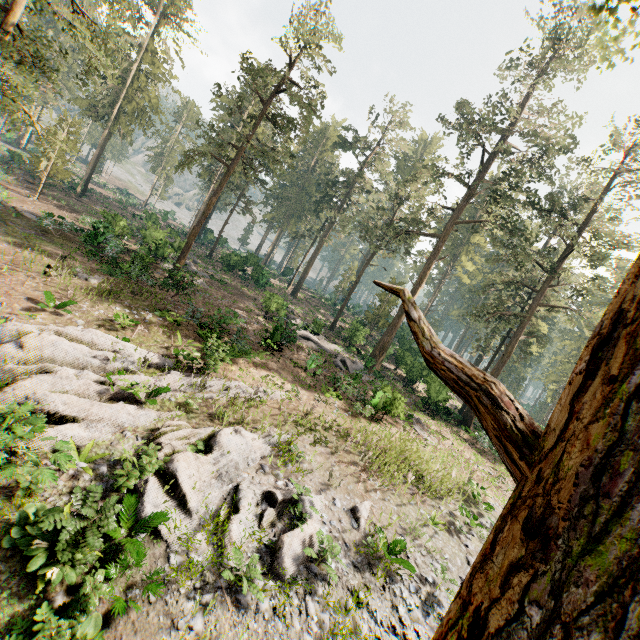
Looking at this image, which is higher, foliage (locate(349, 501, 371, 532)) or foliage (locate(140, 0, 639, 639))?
foliage (locate(140, 0, 639, 639))

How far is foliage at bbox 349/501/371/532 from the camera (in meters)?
10.88

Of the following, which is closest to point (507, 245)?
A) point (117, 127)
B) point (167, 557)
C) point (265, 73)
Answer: point (265, 73)

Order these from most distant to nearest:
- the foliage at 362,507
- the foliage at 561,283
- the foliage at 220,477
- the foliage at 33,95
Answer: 1. the foliage at 33,95
2. the foliage at 362,507
3. the foliage at 220,477
4. the foliage at 561,283

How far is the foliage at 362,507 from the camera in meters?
10.9

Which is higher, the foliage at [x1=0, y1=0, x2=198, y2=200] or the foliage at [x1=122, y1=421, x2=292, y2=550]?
the foliage at [x1=0, y1=0, x2=198, y2=200]

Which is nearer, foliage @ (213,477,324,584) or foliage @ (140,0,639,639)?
foliage @ (140,0,639,639)

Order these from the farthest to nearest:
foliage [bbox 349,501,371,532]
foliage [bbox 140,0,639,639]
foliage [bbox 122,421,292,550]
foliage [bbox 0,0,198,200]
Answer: foliage [bbox 0,0,198,200]
foliage [bbox 349,501,371,532]
foliage [bbox 122,421,292,550]
foliage [bbox 140,0,639,639]
